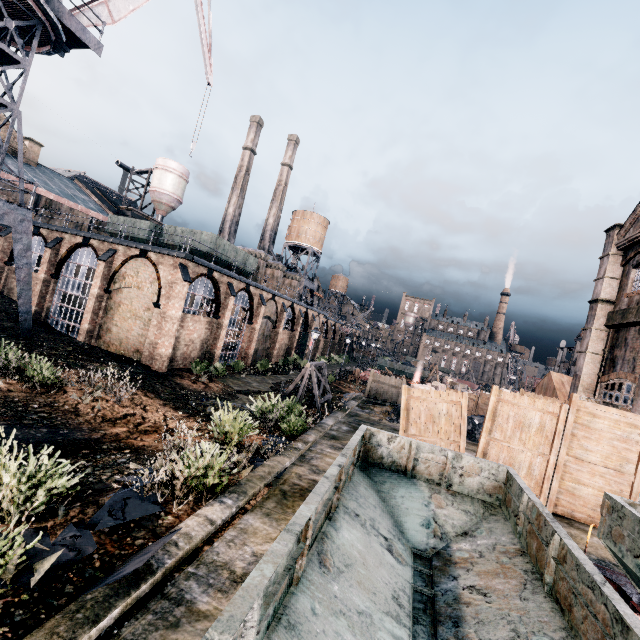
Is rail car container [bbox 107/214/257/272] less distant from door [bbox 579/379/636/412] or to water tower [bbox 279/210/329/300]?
water tower [bbox 279/210/329/300]

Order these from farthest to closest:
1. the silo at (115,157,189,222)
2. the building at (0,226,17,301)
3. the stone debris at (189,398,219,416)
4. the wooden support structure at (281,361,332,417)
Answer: the silo at (115,157,189,222) → the building at (0,226,17,301) → the wooden support structure at (281,361,332,417) → the stone debris at (189,398,219,416)

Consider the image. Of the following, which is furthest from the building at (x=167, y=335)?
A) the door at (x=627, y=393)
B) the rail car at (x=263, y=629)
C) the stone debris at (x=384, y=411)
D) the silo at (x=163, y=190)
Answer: the door at (x=627, y=393)

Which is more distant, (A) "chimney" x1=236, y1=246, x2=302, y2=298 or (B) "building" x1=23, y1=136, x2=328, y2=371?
(A) "chimney" x1=236, y1=246, x2=302, y2=298

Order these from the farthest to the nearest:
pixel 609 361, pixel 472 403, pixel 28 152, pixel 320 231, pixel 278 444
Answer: pixel 320 231 → pixel 28 152 → pixel 472 403 → pixel 609 361 → pixel 278 444

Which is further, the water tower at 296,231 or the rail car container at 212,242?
the water tower at 296,231

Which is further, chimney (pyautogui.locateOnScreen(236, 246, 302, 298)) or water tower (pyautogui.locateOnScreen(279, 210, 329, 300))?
water tower (pyautogui.locateOnScreen(279, 210, 329, 300))

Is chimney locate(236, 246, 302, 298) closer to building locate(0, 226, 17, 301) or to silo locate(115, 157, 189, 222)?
building locate(0, 226, 17, 301)
